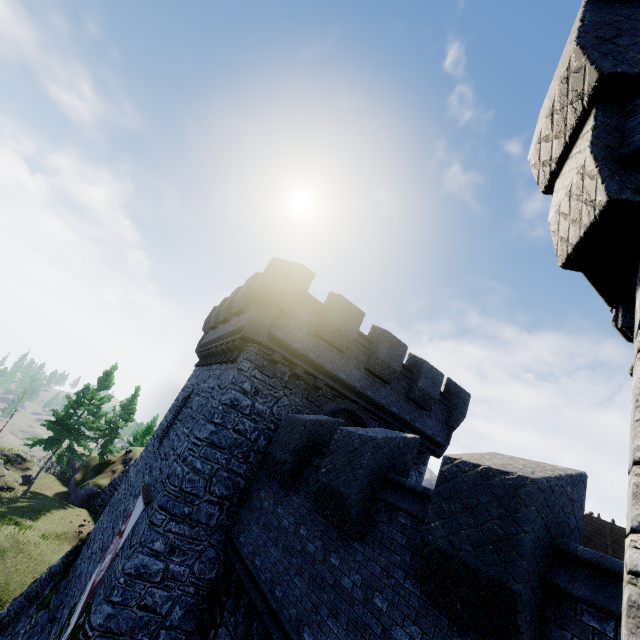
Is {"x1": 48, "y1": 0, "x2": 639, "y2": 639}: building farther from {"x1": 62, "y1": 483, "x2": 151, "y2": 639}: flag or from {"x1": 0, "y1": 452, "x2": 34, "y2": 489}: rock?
{"x1": 0, "y1": 452, "x2": 34, "y2": 489}: rock

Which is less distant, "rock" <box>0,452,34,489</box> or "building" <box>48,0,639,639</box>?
"building" <box>48,0,639,639</box>

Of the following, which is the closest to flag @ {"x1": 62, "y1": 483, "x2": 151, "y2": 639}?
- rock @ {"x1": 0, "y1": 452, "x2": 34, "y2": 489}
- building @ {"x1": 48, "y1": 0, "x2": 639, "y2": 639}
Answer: building @ {"x1": 48, "y1": 0, "x2": 639, "y2": 639}

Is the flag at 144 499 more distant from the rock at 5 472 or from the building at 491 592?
the rock at 5 472

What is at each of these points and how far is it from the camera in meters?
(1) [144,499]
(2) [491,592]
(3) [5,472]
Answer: (1) flag, 10.3
(2) building, 3.6
(3) rock, 28.1

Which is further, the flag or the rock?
the rock

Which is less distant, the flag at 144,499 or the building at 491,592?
the building at 491,592
